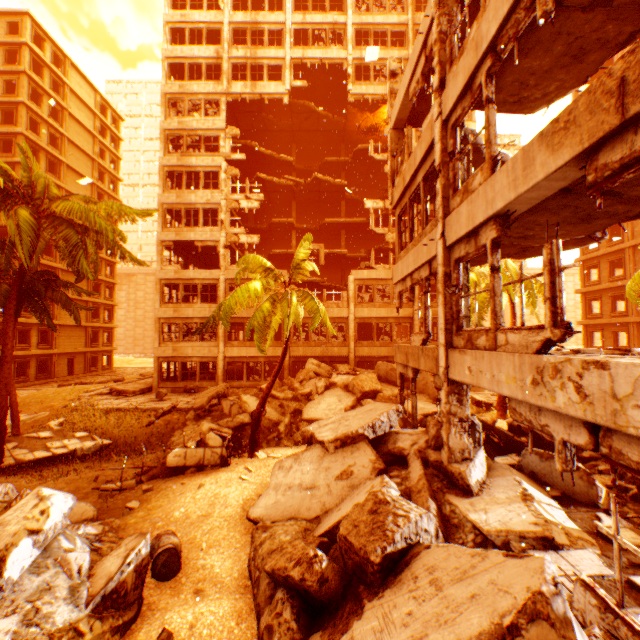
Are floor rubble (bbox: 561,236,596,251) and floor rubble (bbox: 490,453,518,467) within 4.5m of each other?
no

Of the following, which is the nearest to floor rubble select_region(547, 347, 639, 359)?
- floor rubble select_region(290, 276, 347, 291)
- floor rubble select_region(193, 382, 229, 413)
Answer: floor rubble select_region(193, 382, 229, 413)

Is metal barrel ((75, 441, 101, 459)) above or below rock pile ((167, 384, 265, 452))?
below

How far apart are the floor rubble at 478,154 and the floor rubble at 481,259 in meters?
2.5

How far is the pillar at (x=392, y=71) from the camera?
12.7m

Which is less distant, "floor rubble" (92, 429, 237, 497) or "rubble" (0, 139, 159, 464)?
"floor rubble" (92, 429, 237, 497)

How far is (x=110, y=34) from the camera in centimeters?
1817cm

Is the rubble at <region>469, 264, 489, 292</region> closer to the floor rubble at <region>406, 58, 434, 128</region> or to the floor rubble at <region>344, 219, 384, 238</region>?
the floor rubble at <region>344, 219, 384, 238</region>
